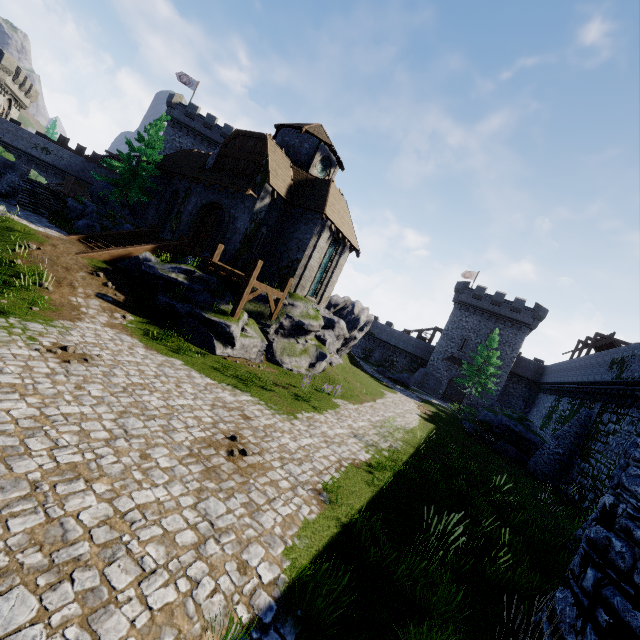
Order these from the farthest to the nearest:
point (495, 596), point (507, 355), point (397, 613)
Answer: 1. point (507, 355)
2. point (495, 596)
3. point (397, 613)

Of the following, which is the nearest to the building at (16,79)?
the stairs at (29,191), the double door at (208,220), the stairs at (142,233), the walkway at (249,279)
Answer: → the stairs at (29,191)

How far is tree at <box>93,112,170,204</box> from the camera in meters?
26.3

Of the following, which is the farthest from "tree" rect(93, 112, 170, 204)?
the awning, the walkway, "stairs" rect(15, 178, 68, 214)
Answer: the walkway

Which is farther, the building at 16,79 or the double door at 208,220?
the building at 16,79

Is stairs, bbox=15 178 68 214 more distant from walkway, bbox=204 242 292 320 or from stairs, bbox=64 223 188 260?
walkway, bbox=204 242 292 320

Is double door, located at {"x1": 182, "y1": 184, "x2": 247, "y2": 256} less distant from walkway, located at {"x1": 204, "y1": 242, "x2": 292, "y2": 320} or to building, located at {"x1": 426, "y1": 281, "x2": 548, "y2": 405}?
walkway, located at {"x1": 204, "y1": 242, "x2": 292, "y2": 320}

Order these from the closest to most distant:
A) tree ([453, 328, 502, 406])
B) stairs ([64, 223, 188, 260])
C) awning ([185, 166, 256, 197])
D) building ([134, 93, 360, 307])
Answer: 1. stairs ([64, 223, 188, 260])
2. awning ([185, 166, 256, 197])
3. building ([134, 93, 360, 307])
4. tree ([453, 328, 502, 406])
